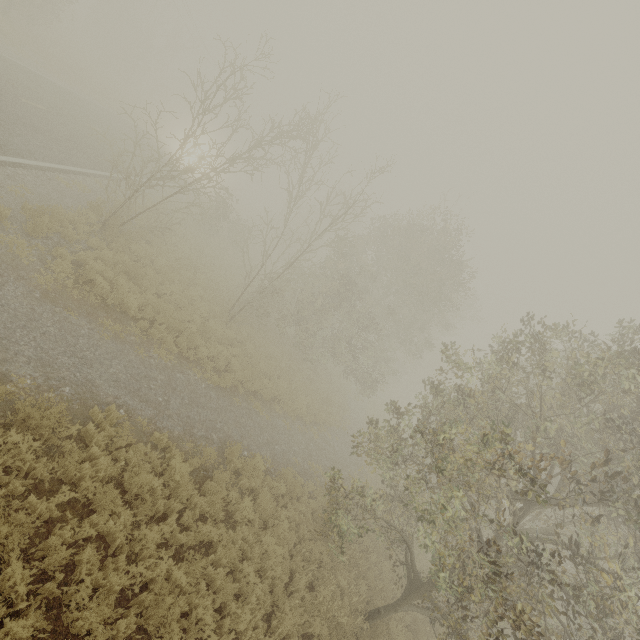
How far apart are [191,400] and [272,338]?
9.8 meters
